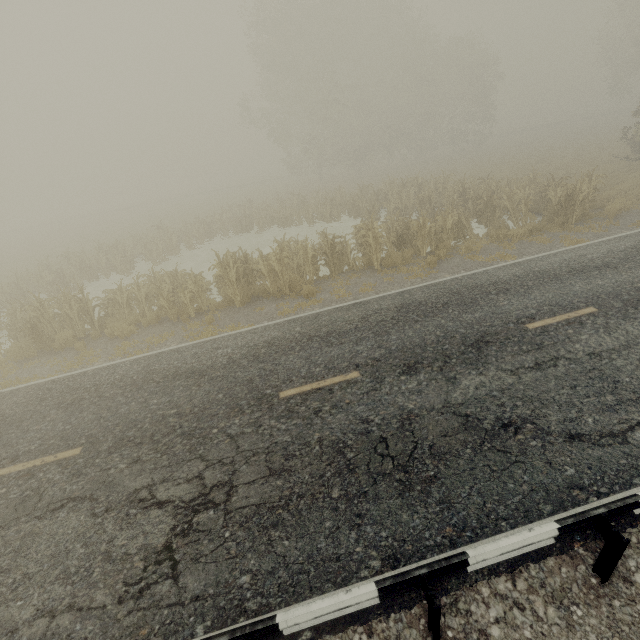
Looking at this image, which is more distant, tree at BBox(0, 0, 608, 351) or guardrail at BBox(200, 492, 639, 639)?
tree at BBox(0, 0, 608, 351)

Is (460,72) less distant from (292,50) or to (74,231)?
(292,50)

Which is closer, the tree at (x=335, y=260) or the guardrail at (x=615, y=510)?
the guardrail at (x=615, y=510)
